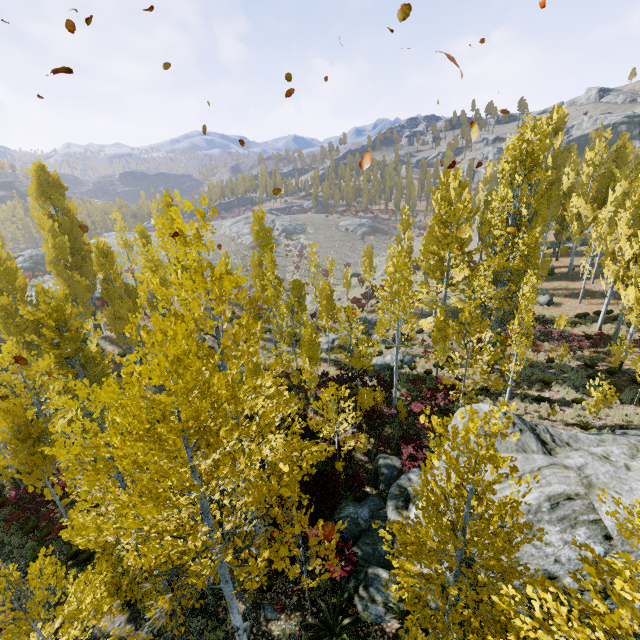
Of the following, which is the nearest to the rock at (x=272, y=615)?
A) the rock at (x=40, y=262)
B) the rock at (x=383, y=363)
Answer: the rock at (x=383, y=363)

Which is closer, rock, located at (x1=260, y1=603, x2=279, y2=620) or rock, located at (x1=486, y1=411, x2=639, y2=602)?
rock, located at (x1=486, y1=411, x2=639, y2=602)

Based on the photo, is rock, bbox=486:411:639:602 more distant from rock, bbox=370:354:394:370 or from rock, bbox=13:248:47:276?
rock, bbox=13:248:47:276

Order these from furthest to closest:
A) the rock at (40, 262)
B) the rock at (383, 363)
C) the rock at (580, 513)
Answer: the rock at (40, 262) → the rock at (383, 363) → the rock at (580, 513)

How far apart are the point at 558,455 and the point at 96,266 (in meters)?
24.06

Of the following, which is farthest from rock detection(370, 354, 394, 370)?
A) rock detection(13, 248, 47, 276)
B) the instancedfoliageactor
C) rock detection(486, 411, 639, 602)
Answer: rock detection(13, 248, 47, 276)

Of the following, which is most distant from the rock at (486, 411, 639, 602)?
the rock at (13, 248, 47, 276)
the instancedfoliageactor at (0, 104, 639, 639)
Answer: the rock at (13, 248, 47, 276)

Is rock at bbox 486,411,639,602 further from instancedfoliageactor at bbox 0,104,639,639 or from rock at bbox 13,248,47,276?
rock at bbox 13,248,47,276
